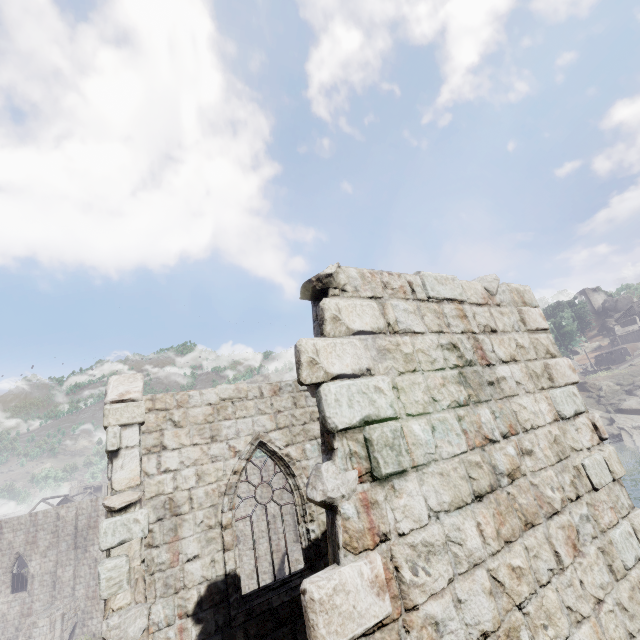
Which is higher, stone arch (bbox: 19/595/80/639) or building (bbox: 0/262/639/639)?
building (bbox: 0/262/639/639)

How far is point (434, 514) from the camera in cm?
268

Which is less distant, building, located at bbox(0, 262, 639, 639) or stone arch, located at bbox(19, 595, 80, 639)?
building, located at bbox(0, 262, 639, 639)

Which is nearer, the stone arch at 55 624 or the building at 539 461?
the building at 539 461

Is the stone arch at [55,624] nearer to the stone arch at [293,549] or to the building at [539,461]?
the building at [539,461]

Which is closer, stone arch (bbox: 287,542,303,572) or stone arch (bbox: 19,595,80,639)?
stone arch (bbox: 19,595,80,639)

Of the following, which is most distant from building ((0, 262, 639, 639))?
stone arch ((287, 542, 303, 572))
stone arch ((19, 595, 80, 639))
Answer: stone arch ((19, 595, 80, 639))

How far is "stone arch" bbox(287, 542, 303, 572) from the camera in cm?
2366
